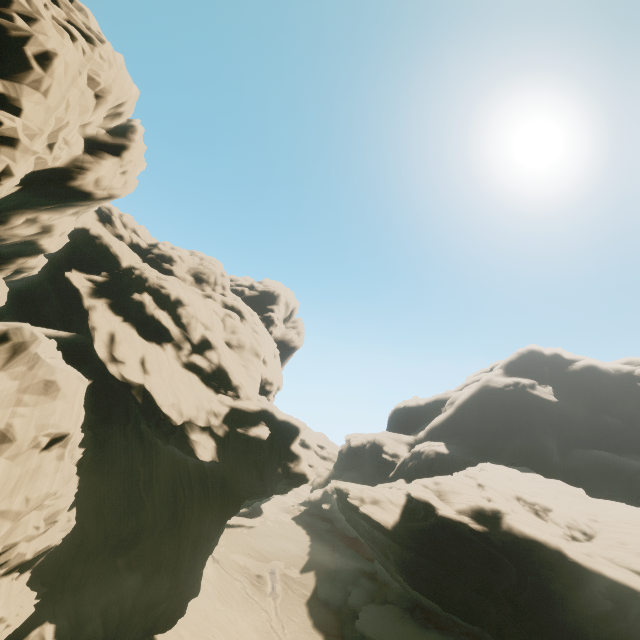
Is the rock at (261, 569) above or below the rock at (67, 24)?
below

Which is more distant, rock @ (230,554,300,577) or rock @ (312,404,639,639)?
rock @ (230,554,300,577)

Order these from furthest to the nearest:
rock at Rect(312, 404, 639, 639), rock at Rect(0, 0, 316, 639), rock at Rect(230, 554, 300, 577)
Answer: rock at Rect(230, 554, 300, 577) < rock at Rect(312, 404, 639, 639) < rock at Rect(0, 0, 316, 639)

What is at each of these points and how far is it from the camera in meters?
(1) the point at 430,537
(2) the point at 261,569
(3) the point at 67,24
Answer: (1) rock, 31.3 m
(2) rock, 45.2 m
(3) rock, 18.1 m

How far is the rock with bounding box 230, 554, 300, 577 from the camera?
45.00m

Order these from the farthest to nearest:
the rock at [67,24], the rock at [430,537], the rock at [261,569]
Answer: the rock at [261,569], the rock at [430,537], the rock at [67,24]
